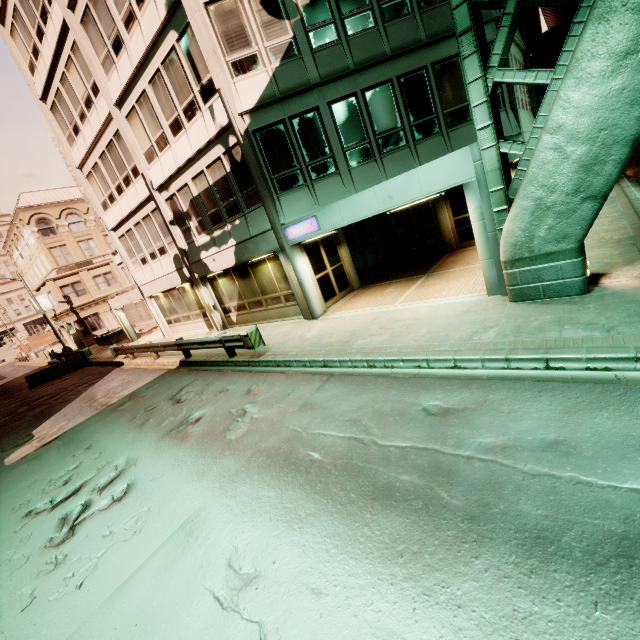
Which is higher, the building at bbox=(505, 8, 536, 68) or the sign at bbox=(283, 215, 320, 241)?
the building at bbox=(505, 8, 536, 68)

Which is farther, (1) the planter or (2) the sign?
(1) the planter

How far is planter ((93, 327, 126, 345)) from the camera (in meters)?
29.78

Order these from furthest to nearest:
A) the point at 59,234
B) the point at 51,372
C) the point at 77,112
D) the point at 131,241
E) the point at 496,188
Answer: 1. the point at 59,234
2. the point at 51,372
3. the point at 131,241
4. the point at 77,112
5. the point at 496,188

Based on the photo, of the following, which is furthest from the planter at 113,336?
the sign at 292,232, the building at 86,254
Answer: the sign at 292,232

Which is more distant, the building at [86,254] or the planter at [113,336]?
the planter at [113,336]

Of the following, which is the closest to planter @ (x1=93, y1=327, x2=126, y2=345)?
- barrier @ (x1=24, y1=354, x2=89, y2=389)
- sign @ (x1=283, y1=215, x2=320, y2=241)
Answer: barrier @ (x1=24, y1=354, x2=89, y2=389)

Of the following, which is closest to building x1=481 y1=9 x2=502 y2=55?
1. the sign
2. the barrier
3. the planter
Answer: the sign
